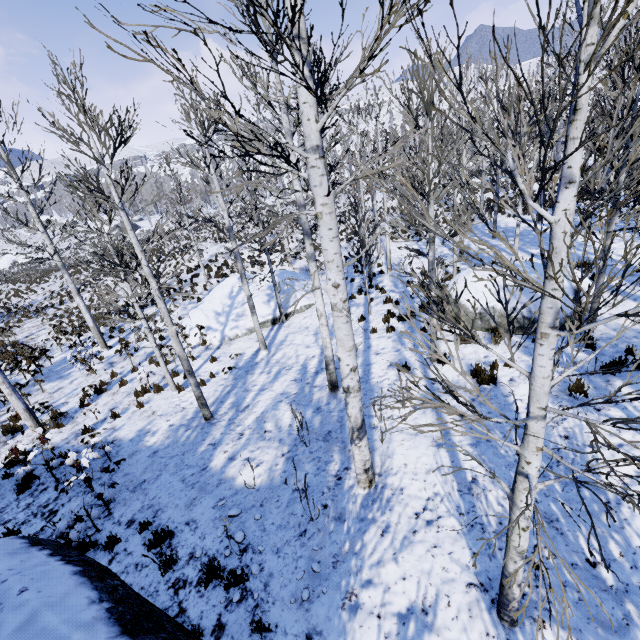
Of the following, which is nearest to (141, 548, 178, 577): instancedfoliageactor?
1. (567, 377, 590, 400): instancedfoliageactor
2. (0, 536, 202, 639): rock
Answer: (0, 536, 202, 639): rock

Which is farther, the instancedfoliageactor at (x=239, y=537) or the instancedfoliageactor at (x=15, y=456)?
the instancedfoliageactor at (x=15, y=456)

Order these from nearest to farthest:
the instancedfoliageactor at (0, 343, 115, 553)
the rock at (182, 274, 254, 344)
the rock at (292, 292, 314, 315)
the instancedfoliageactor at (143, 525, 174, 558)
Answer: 1. the instancedfoliageactor at (143, 525, 174, 558)
2. the instancedfoliageactor at (0, 343, 115, 553)
3. the rock at (182, 274, 254, 344)
4. the rock at (292, 292, 314, 315)

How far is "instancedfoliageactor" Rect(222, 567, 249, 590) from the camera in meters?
4.4

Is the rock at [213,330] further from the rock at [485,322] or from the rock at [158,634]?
the rock at [158,634]

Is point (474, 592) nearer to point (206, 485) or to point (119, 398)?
point (206, 485)

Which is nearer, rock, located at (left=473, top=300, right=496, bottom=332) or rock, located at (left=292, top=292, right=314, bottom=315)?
rock, located at (left=473, top=300, right=496, bottom=332)

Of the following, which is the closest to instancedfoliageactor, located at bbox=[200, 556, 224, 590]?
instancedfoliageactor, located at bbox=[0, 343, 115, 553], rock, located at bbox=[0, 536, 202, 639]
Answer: rock, located at bbox=[0, 536, 202, 639]
